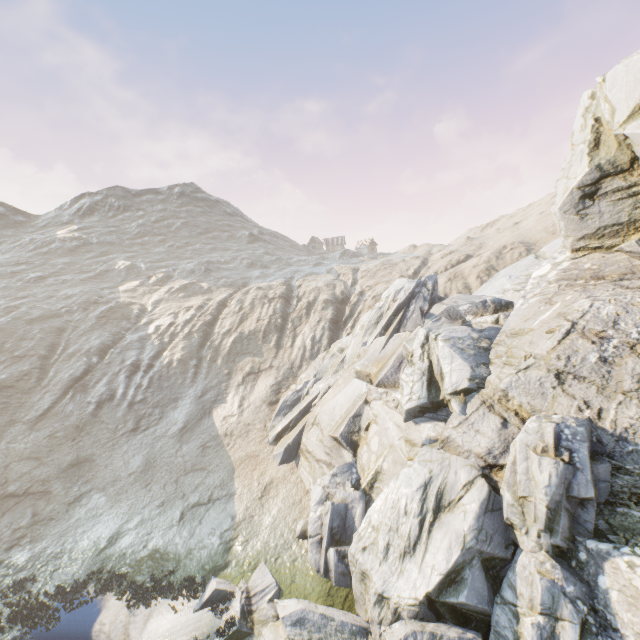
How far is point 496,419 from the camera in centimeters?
1322cm
